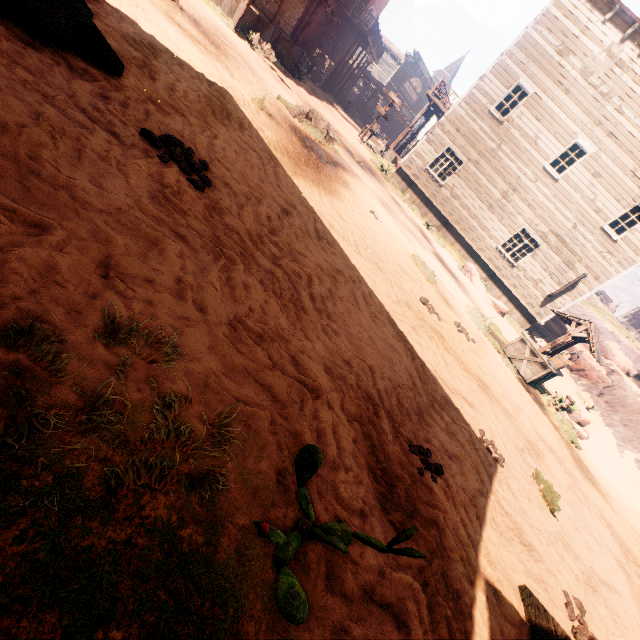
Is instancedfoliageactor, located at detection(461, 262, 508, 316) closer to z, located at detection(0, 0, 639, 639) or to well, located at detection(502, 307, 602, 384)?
z, located at detection(0, 0, 639, 639)

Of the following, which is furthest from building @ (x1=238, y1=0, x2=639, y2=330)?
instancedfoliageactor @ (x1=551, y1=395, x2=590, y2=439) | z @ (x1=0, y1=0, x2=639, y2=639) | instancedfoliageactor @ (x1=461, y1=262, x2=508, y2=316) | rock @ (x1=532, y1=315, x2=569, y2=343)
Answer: instancedfoliageactor @ (x1=551, y1=395, x2=590, y2=439)

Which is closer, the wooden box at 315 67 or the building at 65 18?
the building at 65 18

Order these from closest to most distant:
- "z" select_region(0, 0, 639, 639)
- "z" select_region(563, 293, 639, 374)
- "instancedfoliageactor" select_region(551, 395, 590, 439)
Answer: "z" select_region(0, 0, 639, 639) < "instancedfoliageactor" select_region(551, 395, 590, 439) < "z" select_region(563, 293, 639, 374)

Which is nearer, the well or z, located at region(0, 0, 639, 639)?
z, located at region(0, 0, 639, 639)

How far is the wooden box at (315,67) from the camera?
23.7m

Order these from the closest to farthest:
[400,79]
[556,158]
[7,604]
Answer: [7,604], [556,158], [400,79]

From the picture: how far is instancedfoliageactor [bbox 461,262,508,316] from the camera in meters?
15.1
